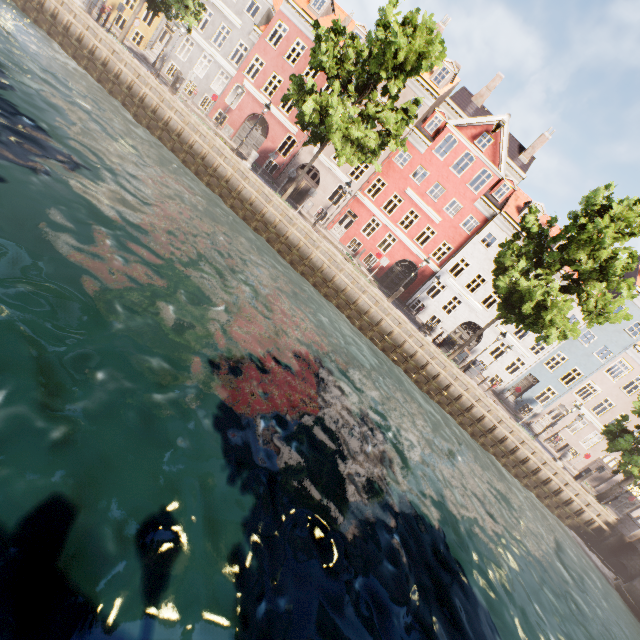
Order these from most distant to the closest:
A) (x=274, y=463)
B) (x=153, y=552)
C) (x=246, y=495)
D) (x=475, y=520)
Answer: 1. (x=475, y=520)
2. (x=274, y=463)
3. (x=246, y=495)
4. (x=153, y=552)

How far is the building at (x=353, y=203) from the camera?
26.1 meters

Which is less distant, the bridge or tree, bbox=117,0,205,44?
the bridge

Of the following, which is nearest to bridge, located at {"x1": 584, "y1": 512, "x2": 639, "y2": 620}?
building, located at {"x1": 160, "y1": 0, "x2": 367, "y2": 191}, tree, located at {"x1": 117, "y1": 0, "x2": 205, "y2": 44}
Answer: tree, located at {"x1": 117, "y1": 0, "x2": 205, "y2": 44}

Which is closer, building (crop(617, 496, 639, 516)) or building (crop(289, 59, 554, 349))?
building (crop(289, 59, 554, 349))

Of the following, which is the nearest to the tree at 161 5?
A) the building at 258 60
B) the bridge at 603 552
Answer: the bridge at 603 552

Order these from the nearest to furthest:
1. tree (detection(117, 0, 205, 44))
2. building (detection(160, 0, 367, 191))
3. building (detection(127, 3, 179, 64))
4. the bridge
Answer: the bridge, tree (detection(117, 0, 205, 44)), building (detection(160, 0, 367, 191)), building (detection(127, 3, 179, 64))
